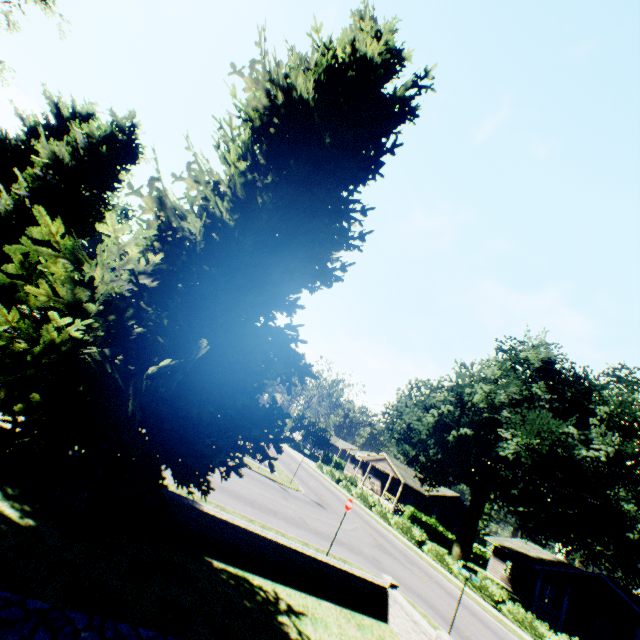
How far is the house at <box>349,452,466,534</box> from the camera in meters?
44.4 m

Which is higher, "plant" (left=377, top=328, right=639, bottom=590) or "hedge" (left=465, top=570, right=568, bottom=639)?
"plant" (left=377, top=328, right=639, bottom=590)

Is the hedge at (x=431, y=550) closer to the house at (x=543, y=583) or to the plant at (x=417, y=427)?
the plant at (x=417, y=427)

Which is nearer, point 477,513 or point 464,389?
point 477,513

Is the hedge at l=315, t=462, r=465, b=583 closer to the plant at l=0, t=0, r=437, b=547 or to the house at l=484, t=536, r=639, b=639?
the plant at l=0, t=0, r=437, b=547

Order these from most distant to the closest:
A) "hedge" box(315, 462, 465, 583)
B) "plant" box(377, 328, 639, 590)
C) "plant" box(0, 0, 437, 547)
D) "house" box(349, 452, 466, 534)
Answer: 1. "house" box(349, 452, 466, 534)
2. "hedge" box(315, 462, 465, 583)
3. "plant" box(377, 328, 639, 590)
4. "plant" box(0, 0, 437, 547)

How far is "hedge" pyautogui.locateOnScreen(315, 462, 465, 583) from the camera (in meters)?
25.69

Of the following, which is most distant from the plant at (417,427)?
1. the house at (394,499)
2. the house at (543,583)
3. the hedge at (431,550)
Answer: the house at (543,583)
